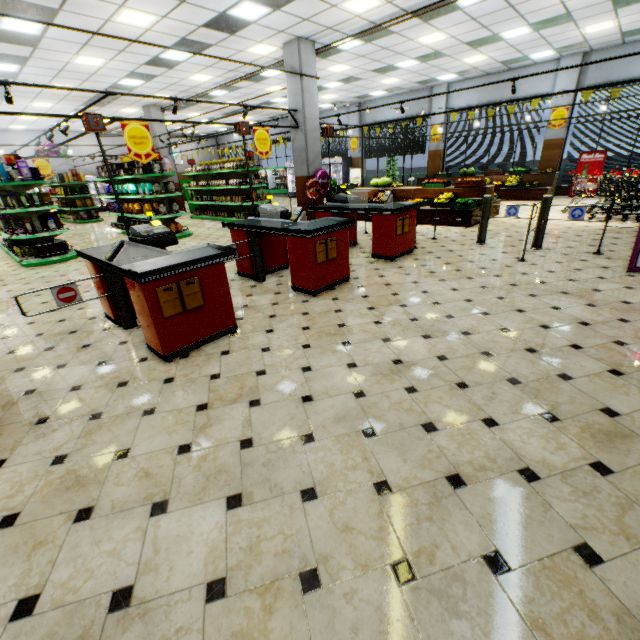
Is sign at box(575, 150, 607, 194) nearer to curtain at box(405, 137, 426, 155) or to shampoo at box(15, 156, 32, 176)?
curtain at box(405, 137, 426, 155)

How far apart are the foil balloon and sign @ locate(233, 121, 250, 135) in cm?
452

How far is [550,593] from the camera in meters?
1.4 m

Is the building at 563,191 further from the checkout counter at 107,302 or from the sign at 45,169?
the sign at 45,169

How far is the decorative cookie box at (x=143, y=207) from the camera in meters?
10.2 m

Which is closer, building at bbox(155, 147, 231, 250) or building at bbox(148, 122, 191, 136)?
building at bbox(155, 147, 231, 250)

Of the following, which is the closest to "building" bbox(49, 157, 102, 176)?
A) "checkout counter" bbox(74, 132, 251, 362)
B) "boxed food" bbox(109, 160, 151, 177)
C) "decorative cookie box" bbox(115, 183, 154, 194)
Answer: "checkout counter" bbox(74, 132, 251, 362)

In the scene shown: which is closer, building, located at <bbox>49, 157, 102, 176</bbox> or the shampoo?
the shampoo
